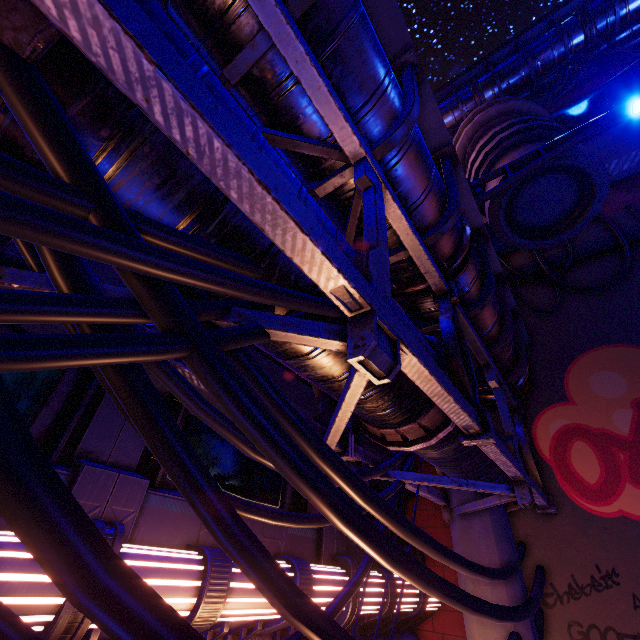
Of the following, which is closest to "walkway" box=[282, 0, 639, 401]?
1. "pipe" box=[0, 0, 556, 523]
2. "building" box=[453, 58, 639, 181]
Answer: "building" box=[453, 58, 639, 181]

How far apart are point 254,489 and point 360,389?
5.41m

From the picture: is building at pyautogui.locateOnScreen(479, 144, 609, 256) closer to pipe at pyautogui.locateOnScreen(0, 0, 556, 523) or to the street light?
the street light

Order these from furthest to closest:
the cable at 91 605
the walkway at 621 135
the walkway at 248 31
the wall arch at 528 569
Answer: the walkway at 621 135
the wall arch at 528 569
the walkway at 248 31
the cable at 91 605

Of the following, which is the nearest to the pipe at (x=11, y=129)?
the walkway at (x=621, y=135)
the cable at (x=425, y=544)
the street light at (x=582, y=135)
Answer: the cable at (x=425, y=544)

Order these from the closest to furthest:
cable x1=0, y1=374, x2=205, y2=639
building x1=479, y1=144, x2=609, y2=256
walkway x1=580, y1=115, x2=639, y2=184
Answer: cable x1=0, y1=374, x2=205, y2=639 < building x1=479, y1=144, x2=609, y2=256 < walkway x1=580, y1=115, x2=639, y2=184

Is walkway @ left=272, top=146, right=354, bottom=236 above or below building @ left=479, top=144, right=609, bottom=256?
below

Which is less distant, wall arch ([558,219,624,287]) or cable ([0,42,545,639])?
cable ([0,42,545,639])
